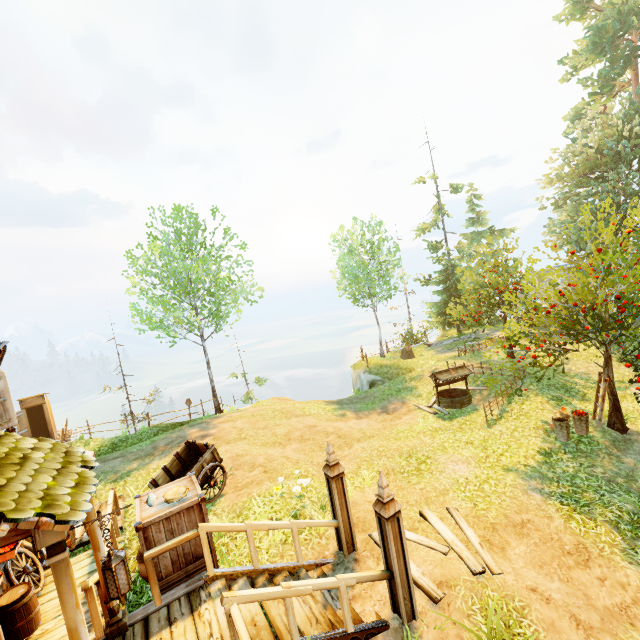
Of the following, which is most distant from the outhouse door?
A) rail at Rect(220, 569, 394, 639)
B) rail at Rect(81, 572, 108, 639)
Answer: rail at Rect(220, 569, 394, 639)

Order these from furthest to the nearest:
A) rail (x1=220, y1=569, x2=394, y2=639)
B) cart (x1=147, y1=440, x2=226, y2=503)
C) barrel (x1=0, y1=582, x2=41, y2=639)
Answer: cart (x1=147, y1=440, x2=226, y2=503), barrel (x1=0, y1=582, x2=41, y2=639), rail (x1=220, y1=569, x2=394, y2=639)

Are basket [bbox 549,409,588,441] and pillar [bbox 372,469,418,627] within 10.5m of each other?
yes

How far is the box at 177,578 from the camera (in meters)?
5.19

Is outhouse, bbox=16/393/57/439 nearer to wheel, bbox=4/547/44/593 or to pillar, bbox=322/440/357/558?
wheel, bbox=4/547/44/593

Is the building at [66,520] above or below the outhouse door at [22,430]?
above

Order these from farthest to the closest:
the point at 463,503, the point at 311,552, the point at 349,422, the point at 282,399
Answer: the point at 282,399
the point at 349,422
the point at 463,503
the point at 311,552

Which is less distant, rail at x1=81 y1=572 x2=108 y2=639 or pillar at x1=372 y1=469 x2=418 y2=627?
rail at x1=81 y1=572 x2=108 y2=639
